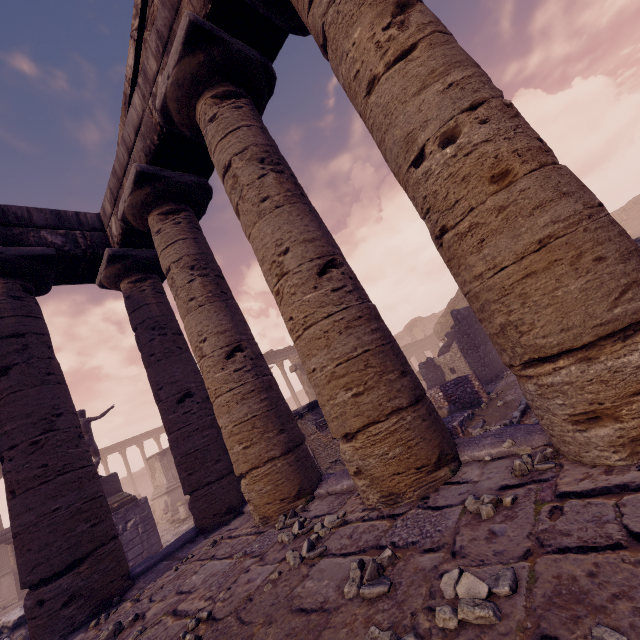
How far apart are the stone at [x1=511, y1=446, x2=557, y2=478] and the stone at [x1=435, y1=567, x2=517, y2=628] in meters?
1.0 m

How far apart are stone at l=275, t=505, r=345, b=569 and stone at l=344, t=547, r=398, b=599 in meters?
1.2 m

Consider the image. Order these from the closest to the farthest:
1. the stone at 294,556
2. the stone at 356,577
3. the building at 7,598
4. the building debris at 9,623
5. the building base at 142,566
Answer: the stone at 356,577 → the stone at 294,556 → the building base at 142,566 → the building debris at 9,623 → the building at 7,598

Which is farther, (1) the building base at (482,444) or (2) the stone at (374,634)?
(1) the building base at (482,444)

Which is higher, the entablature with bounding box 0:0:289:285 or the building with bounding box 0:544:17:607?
the entablature with bounding box 0:0:289:285

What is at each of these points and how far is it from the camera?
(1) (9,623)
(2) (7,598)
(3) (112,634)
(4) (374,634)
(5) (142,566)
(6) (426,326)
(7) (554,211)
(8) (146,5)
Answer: (1) building debris, 8.9 meters
(2) building, 16.6 meters
(3) stone, 3.1 meters
(4) stone, 1.5 meters
(5) building base, 5.0 meters
(6) wall arch, 38.1 meters
(7) column, 2.0 meters
(8) pediment, 5.2 meters

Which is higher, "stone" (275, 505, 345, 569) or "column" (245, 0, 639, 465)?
"column" (245, 0, 639, 465)

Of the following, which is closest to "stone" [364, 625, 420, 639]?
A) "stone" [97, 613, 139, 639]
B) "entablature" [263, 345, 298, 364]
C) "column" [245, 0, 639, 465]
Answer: "column" [245, 0, 639, 465]
